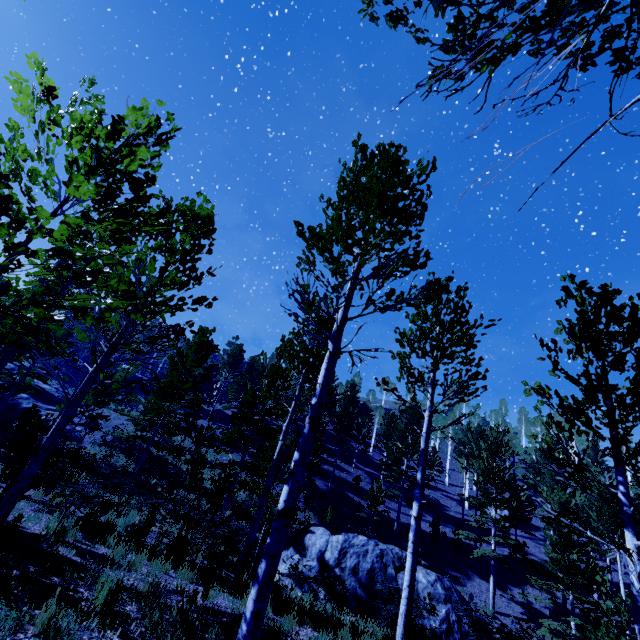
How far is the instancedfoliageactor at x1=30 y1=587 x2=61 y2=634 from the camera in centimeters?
364cm

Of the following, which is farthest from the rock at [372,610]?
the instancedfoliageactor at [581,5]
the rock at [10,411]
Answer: the rock at [10,411]

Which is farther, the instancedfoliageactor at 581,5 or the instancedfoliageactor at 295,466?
the instancedfoliageactor at 295,466

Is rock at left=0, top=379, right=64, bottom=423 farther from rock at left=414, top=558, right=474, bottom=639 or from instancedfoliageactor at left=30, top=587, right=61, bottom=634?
rock at left=414, top=558, right=474, bottom=639

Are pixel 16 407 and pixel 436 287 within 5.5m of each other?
no

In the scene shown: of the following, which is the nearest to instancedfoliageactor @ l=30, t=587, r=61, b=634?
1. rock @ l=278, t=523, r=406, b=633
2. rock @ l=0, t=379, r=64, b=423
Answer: rock @ l=0, t=379, r=64, b=423
